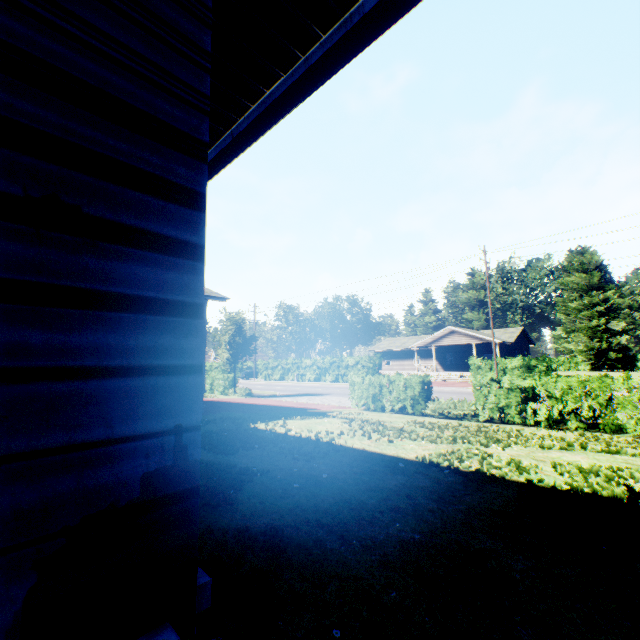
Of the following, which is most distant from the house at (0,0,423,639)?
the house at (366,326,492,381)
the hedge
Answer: the house at (366,326,492,381)

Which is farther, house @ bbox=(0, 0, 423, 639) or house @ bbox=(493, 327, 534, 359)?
house @ bbox=(493, 327, 534, 359)

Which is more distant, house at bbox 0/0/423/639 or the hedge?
the hedge

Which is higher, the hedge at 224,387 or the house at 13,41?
the house at 13,41

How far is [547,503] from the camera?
3.5m

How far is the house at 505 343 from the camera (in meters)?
39.31

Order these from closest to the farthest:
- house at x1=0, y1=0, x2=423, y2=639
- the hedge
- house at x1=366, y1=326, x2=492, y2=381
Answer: house at x1=0, y1=0, x2=423, y2=639
the hedge
house at x1=366, y1=326, x2=492, y2=381

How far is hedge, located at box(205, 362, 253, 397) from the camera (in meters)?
24.64
